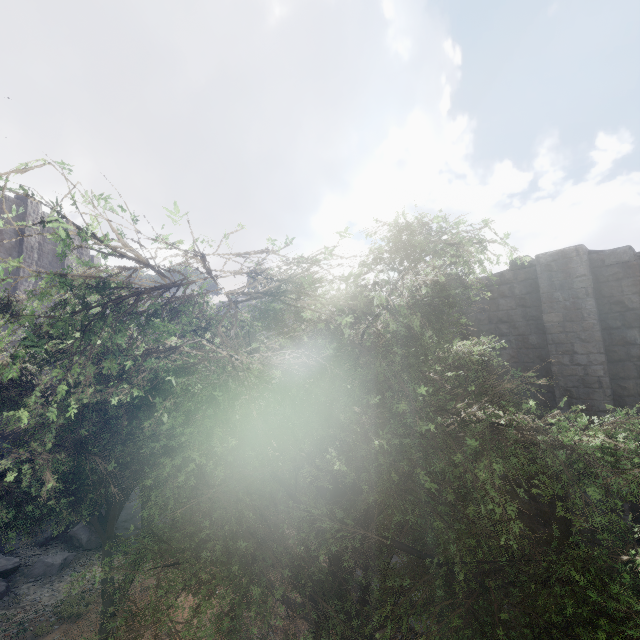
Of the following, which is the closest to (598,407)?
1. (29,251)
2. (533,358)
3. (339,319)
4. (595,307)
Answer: (533,358)

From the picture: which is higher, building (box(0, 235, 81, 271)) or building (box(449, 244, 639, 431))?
building (box(0, 235, 81, 271))

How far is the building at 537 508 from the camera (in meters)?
9.85

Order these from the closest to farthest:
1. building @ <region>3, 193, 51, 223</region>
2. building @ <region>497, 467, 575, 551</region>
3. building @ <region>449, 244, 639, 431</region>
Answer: building @ <region>449, 244, 639, 431</region>, building @ <region>497, 467, 575, 551</region>, building @ <region>3, 193, 51, 223</region>

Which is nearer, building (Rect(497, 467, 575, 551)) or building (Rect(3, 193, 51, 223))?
building (Rect(497, 467, 575, 551))

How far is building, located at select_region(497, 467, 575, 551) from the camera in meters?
9.9

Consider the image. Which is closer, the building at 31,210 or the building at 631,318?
the building at 631,318
